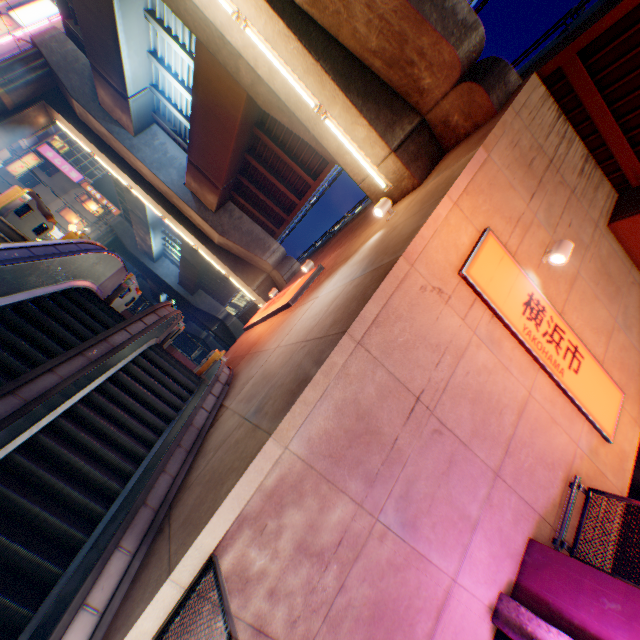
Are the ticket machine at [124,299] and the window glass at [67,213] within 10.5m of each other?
no

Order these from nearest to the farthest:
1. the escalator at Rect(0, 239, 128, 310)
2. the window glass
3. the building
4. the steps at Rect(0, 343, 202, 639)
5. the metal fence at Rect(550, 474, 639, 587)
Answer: the steps at Rect(0, 343, 202, 639) < the metal fence at Rect(550, 474, 639, 587) < the escalator at Rect(0, 239, 128, 310) < the building < the window glass

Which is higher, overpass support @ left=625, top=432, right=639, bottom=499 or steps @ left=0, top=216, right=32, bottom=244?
overpass support @ left=625, top=432, right=639, bottom=499

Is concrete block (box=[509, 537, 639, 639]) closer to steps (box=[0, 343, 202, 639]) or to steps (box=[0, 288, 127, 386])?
steps (box=[0, 343, 202, 639])

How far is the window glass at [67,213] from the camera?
44.50m

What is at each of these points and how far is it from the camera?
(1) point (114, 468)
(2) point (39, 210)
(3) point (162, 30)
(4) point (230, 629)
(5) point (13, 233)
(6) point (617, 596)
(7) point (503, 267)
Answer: (1) steps, 5.05m
(2) ticket machine, 9.72m
(3) overpass support, 12.12m
(4) metal fence, 2.10m
(5) steps, 6.36m
(6) concrete block, 3.77m
(7) sign, 5.38m

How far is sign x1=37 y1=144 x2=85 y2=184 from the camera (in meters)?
43.97

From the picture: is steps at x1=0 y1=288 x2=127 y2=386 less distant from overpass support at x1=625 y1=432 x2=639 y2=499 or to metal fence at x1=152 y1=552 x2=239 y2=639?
metal fence at x1=152 y1=552 x2=239 y2=639
